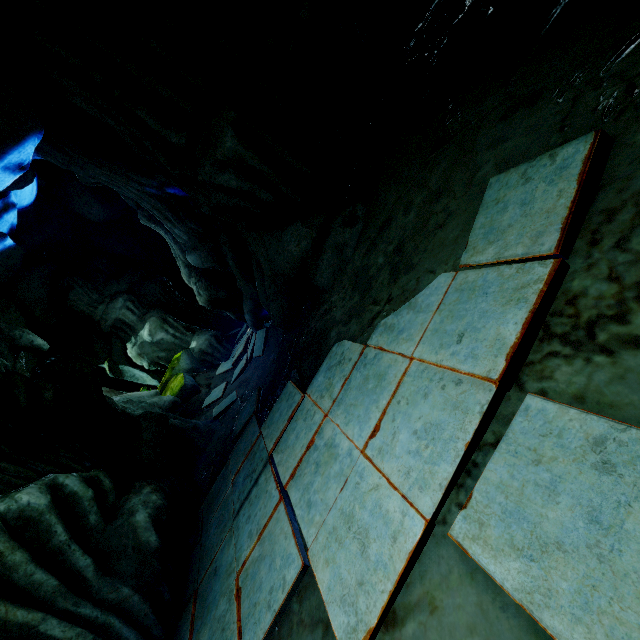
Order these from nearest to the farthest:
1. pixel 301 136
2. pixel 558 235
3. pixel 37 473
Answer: pixel 558 235 < pixel 37 473 < pixel 301 136
